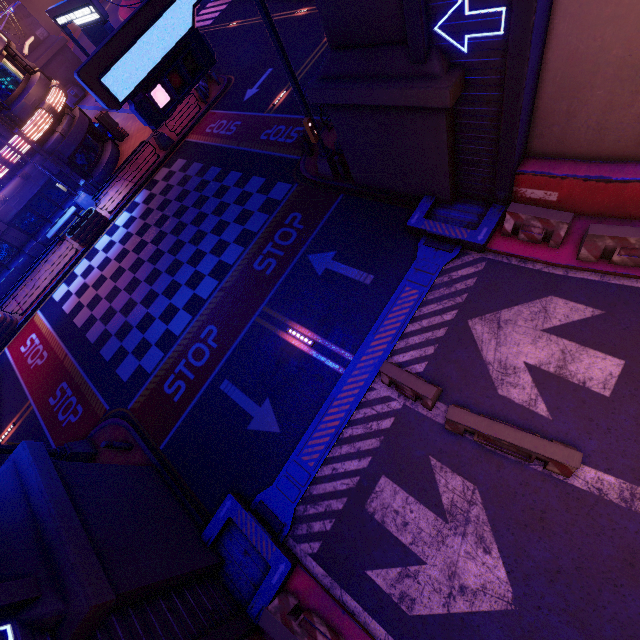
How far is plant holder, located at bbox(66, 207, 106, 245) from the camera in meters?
18.6

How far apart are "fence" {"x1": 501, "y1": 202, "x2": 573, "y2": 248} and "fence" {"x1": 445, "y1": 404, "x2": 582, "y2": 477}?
4.90m

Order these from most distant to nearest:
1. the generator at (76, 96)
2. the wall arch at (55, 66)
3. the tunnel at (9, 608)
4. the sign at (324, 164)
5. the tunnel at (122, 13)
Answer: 1. the tunnel at (122, 13)
2. the generator at (76, 96)
3. the wall arch at (55, 66)
4. the sign at (324, 164)
5. the tunnel at (9, 608)

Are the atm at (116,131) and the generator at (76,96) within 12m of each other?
no

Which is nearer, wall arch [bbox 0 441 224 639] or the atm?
wall arch [bbox 0 441 224 639]

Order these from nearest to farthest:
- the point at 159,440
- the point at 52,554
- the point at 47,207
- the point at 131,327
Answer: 1. the point at 52,554
2. the point at 159,440
3. the point at 131,327
4. the point at 47,207

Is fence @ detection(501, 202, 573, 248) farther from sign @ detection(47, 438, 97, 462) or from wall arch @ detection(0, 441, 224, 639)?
sign @ detection(47, 438, 97, 462)

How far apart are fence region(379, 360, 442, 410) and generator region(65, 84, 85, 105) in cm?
4378
